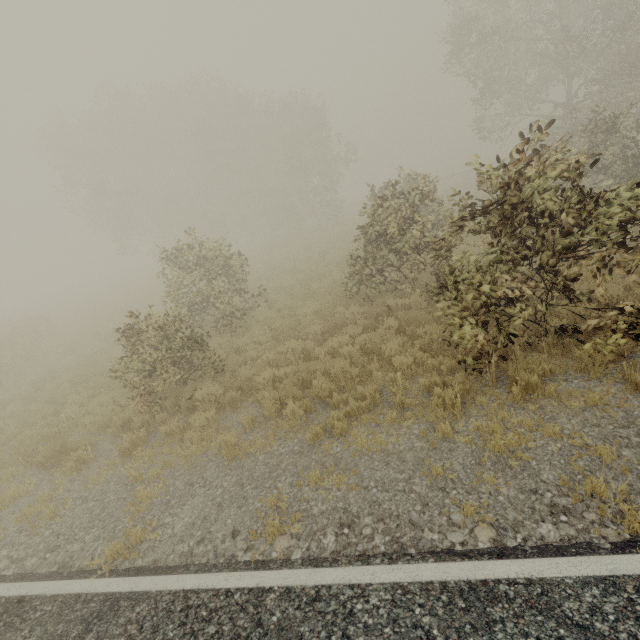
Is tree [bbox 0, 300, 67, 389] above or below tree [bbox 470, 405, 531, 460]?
above

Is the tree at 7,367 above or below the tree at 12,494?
above

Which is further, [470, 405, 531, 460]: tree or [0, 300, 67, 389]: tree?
[0, 300, 67, 389]: tree

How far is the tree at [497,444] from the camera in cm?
419

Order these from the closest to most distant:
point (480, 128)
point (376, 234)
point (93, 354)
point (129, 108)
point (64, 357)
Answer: point (376, 234) < point (93, 354) < point (64, 357) < point (480, 128) < point (129, 108)

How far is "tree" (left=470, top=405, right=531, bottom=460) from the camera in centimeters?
419cm

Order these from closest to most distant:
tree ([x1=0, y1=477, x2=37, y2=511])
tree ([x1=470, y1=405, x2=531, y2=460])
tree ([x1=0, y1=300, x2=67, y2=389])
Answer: tree ([x1=470, y1=405, x2=531, y2=460]) < tree ([x1=0, y1=477, x2=37, y2=511]) < tree ([x1=0, y1=300, x2=67, y2=389])

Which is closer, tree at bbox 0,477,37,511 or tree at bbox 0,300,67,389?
tree at bbox 0,477,37,511
